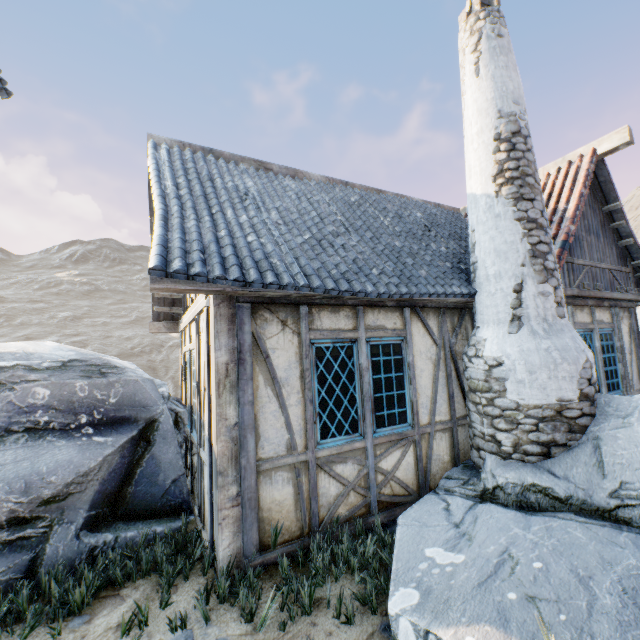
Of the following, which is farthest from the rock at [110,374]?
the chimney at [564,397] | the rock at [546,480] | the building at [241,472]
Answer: the chimney at [564,397]

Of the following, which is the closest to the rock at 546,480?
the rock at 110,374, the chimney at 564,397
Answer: the chimney at 564,397

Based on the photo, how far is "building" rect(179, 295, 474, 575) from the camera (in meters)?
3.51

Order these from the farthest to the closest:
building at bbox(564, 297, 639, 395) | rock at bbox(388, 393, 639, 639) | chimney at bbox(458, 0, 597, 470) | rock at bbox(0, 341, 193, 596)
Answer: building at bbox(564, 297, 639, 395) < chimney at bbox(458, 0, 597, 470) < rock at bbox(0, 341, 193, 596) < rock at bbox(388, 393, 639, 639)

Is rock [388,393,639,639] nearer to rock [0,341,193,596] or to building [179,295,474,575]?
building [179,295,474,575]

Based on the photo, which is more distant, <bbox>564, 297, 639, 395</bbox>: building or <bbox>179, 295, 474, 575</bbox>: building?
<bbox>564, 297, 639, 395</bbox>: building

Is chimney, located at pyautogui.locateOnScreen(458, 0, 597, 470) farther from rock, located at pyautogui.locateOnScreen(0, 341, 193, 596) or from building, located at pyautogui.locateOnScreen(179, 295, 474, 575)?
rock, located at pyautogui.locateOnScreen(0, 341, 193, 596)

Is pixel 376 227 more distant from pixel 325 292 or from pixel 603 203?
pixel 603 203
